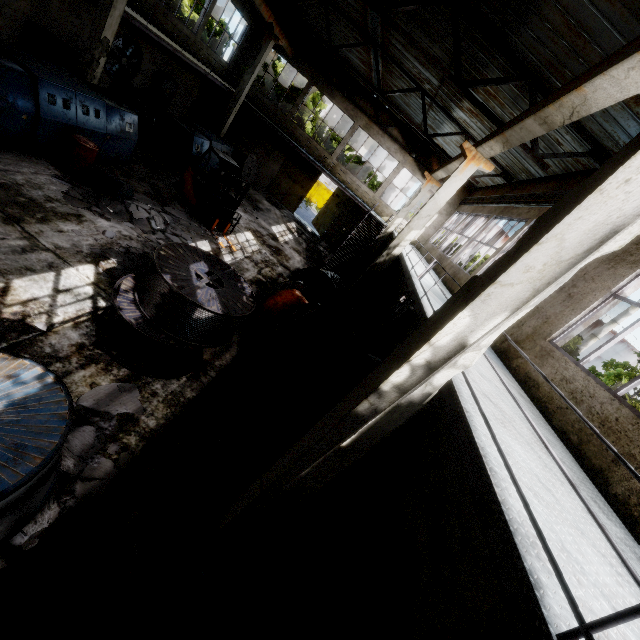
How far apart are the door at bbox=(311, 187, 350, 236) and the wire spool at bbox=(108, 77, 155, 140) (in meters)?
13.56

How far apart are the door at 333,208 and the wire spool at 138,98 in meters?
13.6

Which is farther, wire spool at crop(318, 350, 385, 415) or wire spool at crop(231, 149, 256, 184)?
wire spool at crop(231, 149, 256, 184)

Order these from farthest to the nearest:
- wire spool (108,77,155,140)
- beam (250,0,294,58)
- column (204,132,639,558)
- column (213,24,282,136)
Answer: column (213,24,282,136), beam (250,0,294,58), wire spool (108,77,155,140), column (204,132,639,558)

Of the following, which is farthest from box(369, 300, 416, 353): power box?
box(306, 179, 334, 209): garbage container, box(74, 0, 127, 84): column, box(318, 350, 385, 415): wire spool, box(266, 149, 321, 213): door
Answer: box(306, 179, 334, 209): garbage container

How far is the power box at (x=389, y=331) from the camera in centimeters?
1364cm

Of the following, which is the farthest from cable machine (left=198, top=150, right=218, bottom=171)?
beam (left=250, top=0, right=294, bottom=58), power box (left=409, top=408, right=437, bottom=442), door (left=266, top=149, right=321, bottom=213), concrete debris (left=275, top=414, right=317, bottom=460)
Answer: power box (left=409, top=408, right=437, bottom=442)

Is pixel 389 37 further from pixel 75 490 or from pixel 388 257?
pixel 75 490
